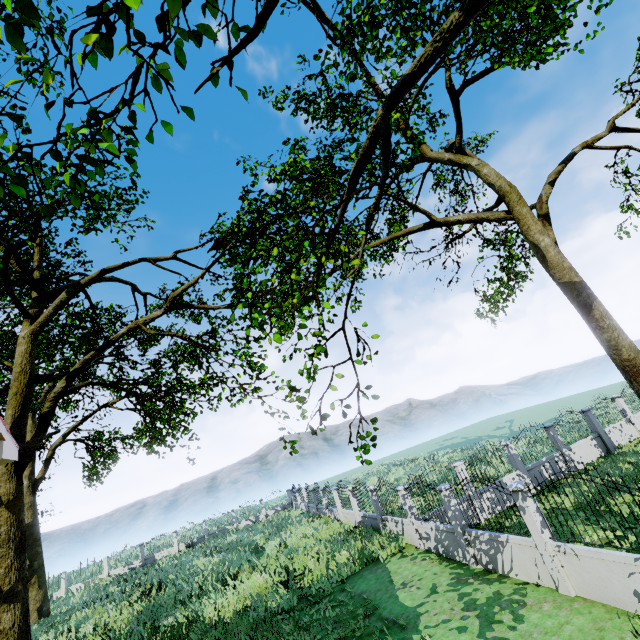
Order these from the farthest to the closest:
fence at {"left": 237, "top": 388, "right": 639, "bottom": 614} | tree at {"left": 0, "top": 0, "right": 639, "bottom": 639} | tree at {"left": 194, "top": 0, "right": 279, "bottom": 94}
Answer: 1. fence at {"left": 237, "top": 388, "right": 639, "bottom": 614}
2. tree at {"left": 0, "top": 0, "right": 639, "bottom": 639}
3. tree at {"left": 194, "top": 0, "right": 279, "bottom": 94}

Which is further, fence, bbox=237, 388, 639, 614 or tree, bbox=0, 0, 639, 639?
fence, bbox=237, 388, 639, 614

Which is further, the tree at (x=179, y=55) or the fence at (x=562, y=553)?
the fence at (x=562, y=553)

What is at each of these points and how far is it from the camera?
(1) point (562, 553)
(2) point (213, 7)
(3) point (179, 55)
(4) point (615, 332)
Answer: (1) fence, 7.5 meters
(2) tree, 2.7 meters
(3) tree, 3.1 meters
(4) tree, 12.6 meters

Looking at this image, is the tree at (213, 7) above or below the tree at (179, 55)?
below

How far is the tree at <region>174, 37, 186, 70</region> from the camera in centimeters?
308cm

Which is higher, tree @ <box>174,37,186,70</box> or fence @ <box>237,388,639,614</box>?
tree @ <box>174,37,186,70</box>

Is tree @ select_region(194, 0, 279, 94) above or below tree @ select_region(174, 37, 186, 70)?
below
